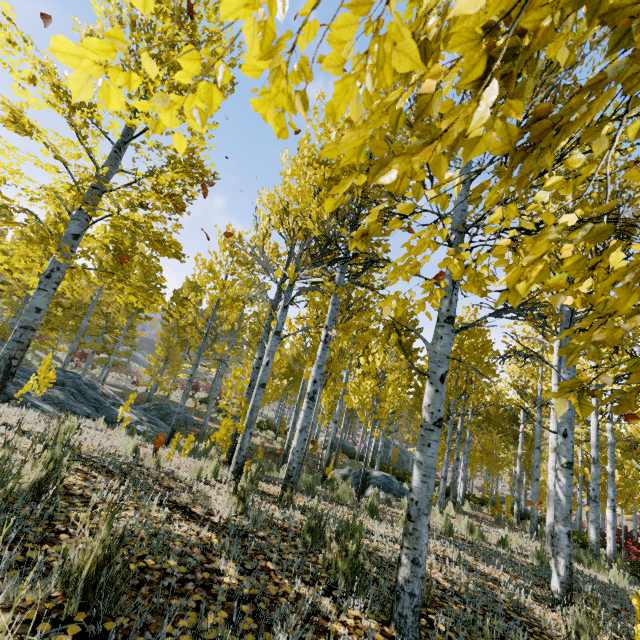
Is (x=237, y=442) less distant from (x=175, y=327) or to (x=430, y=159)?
(x=175, y=327)

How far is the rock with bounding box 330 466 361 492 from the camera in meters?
10.7

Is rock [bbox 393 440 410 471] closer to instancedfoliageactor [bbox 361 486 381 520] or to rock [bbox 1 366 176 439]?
instancedfoliageactor [bbox 361 486 381 520]

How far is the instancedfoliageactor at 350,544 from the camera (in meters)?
2.45

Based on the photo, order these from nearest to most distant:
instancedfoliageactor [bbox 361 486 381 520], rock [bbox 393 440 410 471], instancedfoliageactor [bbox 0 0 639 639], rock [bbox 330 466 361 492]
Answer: instancedfoliageactor [bbox 0 0 639 639] < instancedfoliageactor [bbox 361 486 381 520] < rock [bbox 330 466 361 492] < rock [bbox 393 440 410 471]

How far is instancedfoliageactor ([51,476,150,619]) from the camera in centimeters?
143cm
